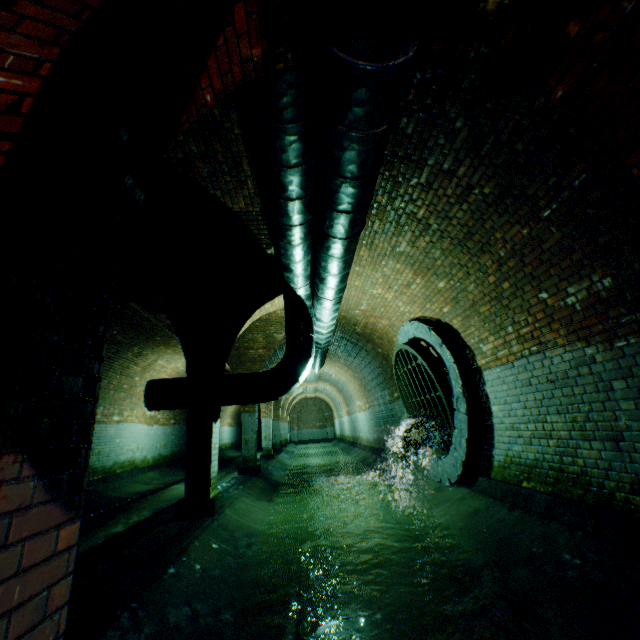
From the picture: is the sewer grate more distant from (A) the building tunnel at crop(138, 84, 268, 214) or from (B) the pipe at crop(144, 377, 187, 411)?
(B) the pipe at crop(144, 377, 187, 411)

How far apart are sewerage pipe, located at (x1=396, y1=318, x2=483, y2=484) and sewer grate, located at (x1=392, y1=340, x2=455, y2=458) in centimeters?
1cm

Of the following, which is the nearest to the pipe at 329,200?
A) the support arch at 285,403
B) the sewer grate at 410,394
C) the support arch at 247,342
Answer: the support arch at 247,342

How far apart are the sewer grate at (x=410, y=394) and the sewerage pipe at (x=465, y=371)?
0.01m

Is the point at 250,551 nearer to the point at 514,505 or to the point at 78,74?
the point at 514,505

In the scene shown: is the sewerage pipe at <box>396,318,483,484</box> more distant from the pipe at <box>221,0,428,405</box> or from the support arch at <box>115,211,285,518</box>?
the support arch at <box>115,211,285,518</box>

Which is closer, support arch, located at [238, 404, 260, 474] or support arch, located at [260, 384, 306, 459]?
support arch, located at [238, 404, 260, 474]

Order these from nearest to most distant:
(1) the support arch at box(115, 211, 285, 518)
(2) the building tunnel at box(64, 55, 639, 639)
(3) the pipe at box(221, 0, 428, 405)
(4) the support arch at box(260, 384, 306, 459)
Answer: (3) the pipe at box(221, 0, 428, 405) < (2) the building tunnel at box(64, 55, 639, 639) < (1) the support arch at box(115, 211, 285, 518) < (4) the support arch at box(260, 384, 306, 459)
